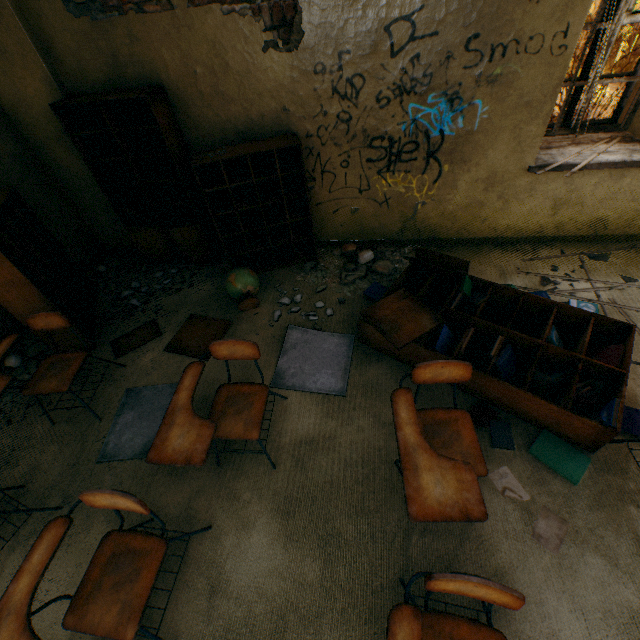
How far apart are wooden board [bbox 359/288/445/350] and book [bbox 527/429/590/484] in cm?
99

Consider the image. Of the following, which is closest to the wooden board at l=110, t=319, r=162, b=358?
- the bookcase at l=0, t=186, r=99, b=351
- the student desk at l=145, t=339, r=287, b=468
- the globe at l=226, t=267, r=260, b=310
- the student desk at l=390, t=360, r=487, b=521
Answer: the bookcase at l=0, t=186, r=99, b=351

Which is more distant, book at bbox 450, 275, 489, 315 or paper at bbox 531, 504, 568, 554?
book at bbox 450, 275, 489, 315

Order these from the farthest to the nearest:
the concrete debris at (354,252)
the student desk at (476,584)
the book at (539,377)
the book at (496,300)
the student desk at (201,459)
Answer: the concrete debris at (354,252) < the book at (496,300) < the book at (539,377) < the student desk at (201,459) < the student desk at (476,584)

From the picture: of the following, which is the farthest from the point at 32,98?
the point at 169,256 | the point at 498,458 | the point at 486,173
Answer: the point at 498,458

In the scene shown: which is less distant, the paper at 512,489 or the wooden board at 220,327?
the paper at 512,489

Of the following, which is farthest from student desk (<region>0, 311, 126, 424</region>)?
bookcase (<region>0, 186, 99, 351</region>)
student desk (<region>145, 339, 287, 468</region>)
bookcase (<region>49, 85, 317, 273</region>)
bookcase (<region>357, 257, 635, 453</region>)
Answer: bookcase (<region>357, 257, 635, 453</region>)

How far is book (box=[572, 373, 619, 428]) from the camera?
2.0m
